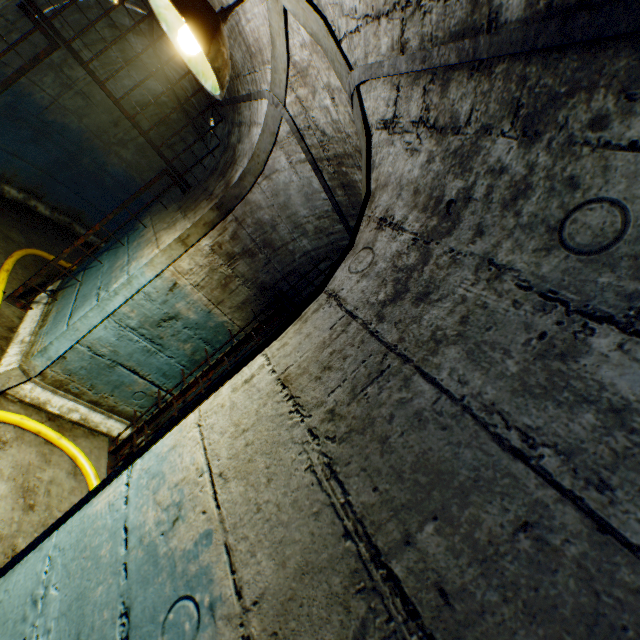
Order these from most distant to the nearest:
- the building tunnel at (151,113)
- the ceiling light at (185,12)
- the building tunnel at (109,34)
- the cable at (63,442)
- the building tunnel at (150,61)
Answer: the building tunnel at (151,113) < the building tunnel at (150,61) < the building tunnel at (109,34) < the cable at (63,442) < the ceiling light at (185,12)

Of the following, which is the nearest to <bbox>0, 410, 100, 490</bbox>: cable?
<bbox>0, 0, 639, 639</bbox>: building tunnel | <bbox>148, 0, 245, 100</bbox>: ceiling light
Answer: <bbox>0, 0, 639, 639</bbox>: building tunnel

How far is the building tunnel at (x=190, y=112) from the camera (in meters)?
5.03

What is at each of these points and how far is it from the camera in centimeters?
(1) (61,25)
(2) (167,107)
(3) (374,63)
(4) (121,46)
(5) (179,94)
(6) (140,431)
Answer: (1) building tunnel, 316cm
(2) building tunnel, 532cm
(3) building tunnel, 120cm
(4) building tunnel, 399cm
(5) building tunnel, 492cm
(6) gate, 293cm

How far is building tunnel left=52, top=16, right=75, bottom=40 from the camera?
3.0m

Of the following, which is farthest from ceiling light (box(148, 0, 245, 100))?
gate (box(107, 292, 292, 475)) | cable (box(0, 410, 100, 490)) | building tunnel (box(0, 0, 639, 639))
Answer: cable (box(0, 410, 100, 490))

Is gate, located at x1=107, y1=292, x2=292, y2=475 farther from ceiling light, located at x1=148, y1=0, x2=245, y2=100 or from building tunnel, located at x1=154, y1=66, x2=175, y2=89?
ceiling light, located at x1=148, y1=0, x2=245, y2=100
